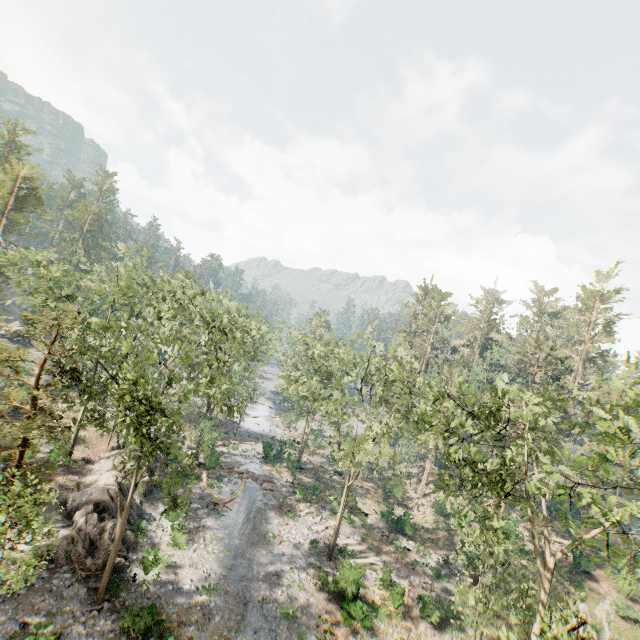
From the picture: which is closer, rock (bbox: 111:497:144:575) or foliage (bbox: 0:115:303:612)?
foliage (bbox: 0:115:303:612)

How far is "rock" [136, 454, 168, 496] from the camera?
27.6m

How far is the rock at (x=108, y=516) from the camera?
19.1m

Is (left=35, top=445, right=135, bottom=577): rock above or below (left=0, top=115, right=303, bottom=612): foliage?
below

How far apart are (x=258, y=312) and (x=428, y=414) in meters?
22.6 m

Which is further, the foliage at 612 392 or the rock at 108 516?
the rock at 108 516
